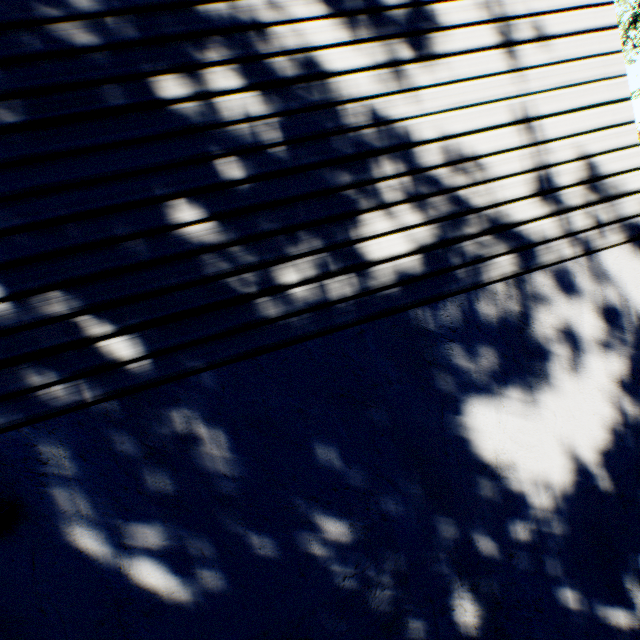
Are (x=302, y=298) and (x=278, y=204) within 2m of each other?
yes
